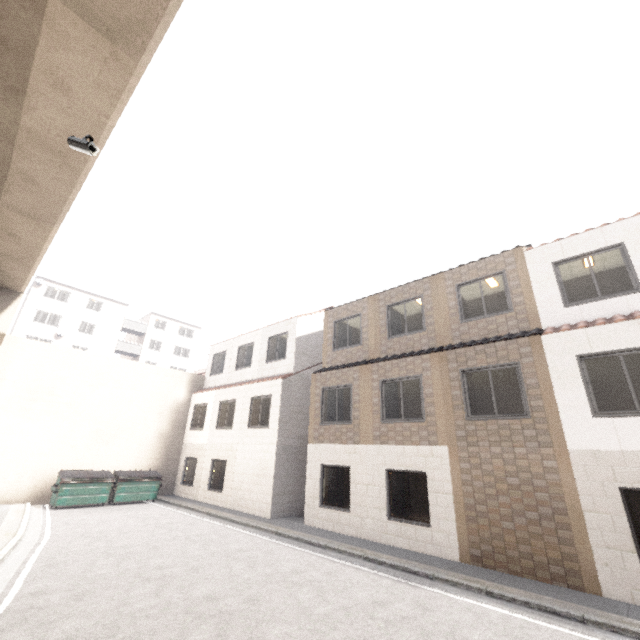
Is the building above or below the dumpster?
above

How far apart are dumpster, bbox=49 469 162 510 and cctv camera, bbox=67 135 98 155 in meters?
15.0

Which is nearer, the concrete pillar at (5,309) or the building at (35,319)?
the concrete pillar at (5,309)

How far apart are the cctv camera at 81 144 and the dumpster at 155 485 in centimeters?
1496cm

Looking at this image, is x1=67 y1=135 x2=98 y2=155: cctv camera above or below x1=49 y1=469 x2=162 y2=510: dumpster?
above

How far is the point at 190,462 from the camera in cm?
1894

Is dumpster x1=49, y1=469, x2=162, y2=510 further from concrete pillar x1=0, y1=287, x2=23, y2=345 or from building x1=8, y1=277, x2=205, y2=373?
building x1=8, y1=277, x2=205, y2=373

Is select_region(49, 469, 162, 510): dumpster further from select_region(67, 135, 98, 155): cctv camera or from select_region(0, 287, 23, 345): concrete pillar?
select_region(67, 135, 98, 155): cctv camera
